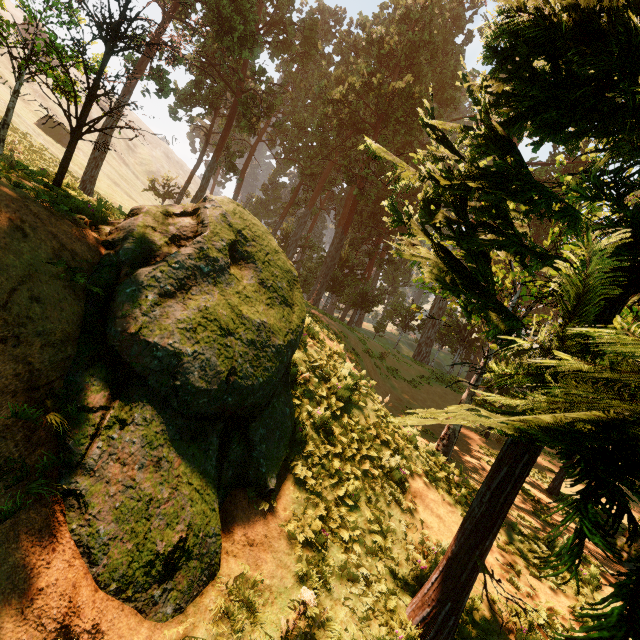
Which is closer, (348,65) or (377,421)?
(377,421)
